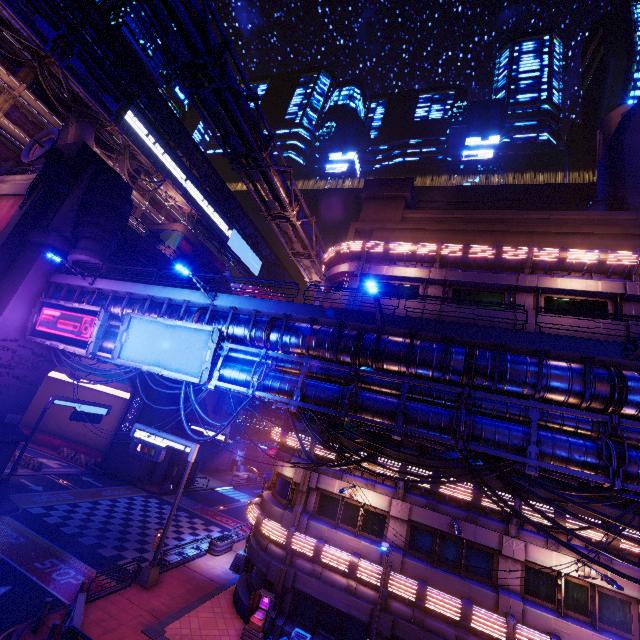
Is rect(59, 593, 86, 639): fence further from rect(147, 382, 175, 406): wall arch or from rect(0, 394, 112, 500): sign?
rect(147, 382, 175, 406): wall arch

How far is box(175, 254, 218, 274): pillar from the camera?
42.7 meters

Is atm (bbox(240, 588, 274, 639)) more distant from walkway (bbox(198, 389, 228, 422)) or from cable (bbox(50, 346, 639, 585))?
walkway (bbox(198, 389, 228, 422))

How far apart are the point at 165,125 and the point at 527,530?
60.8m

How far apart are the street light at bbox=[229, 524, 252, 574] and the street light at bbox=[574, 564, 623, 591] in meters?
17.7

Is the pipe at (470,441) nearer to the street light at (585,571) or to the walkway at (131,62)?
the street light at (585,571)

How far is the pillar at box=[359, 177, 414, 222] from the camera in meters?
25.9 m

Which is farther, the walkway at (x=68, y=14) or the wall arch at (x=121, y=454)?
the walkway at (x=68, y=14)
